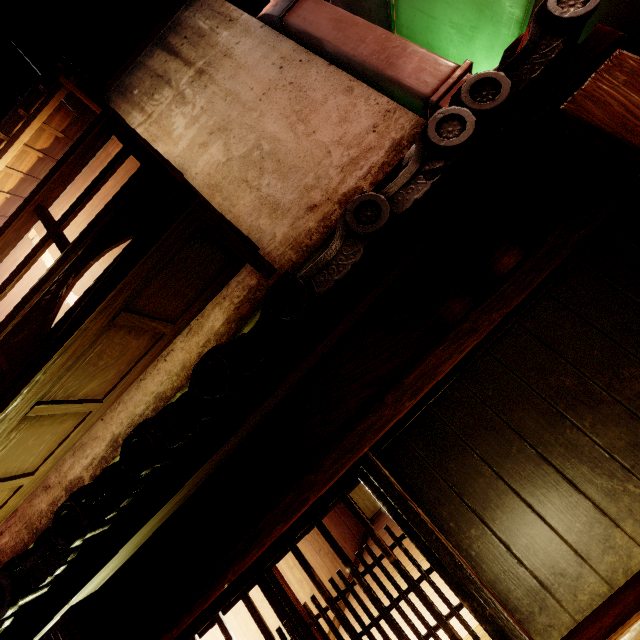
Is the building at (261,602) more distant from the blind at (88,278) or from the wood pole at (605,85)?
the blind at (88,278)

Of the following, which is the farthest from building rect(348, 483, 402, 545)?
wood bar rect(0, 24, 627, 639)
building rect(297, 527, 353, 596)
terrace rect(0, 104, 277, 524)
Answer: terrace rect(0, 104, 277, 524)

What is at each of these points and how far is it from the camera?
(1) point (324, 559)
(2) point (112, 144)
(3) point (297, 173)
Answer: (1) building, 7.9m
(2) blind, 7.8m
(3) house, 6.2m

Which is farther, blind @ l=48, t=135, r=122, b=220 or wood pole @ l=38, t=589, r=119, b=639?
blind @ l=48, t=135, r=122, b=220

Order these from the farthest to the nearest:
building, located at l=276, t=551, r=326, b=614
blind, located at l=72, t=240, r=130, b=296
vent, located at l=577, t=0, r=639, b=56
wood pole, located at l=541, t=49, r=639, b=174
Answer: blind, located at l=72, t=240, r=130, b=296 < building, located at l=276, t=551, r=326, b=614 < vent, located at l=577, t=0, r=639, b=56 < wood pole, located at l=541, t=49, r=639, b=174

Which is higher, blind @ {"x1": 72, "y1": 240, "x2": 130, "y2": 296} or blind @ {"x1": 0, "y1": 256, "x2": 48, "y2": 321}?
blind @ {"x1": 0, "y1": 256, "x2": 48, "y2": 321}

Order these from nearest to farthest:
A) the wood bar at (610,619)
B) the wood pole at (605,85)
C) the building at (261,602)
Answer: the wood bar at (610,619), the wood pole at (605,85), the building at (261,602)

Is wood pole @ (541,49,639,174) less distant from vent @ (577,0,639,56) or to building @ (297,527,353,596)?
vent @ (577,0,639,56)
